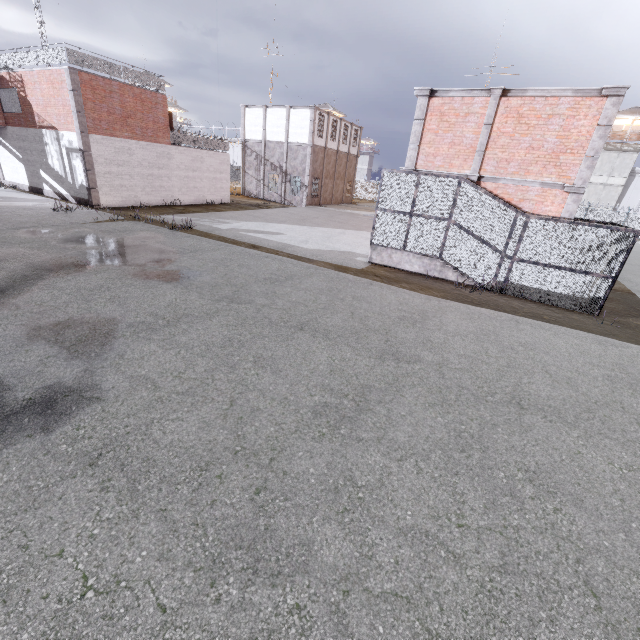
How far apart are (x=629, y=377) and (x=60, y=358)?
11.6m

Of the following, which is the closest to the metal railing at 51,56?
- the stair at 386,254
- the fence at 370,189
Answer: the fence at 370,189

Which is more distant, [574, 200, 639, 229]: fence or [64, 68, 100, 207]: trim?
[574, 200, 639, 229]: fence

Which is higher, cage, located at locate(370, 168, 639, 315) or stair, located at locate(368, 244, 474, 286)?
cage, located at locate(370, 168, 639, 315)

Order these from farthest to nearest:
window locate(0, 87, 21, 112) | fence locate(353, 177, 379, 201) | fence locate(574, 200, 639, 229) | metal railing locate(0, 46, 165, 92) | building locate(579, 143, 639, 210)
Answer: fence locate(353, 177, 379, 201) → building locate(579, 143, 639, 210) → fence locate(574, 200, 639, 229) → window locate(0, 87, 21, 112) → metal railing locate(0, 46, 165, 92)

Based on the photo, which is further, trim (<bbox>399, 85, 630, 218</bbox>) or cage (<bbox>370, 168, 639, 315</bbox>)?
trim (<bbox>399, 85, 630, 218</bbox>)

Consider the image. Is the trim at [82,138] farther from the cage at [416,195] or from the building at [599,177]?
the building at [599,177]

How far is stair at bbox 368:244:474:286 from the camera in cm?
1285
